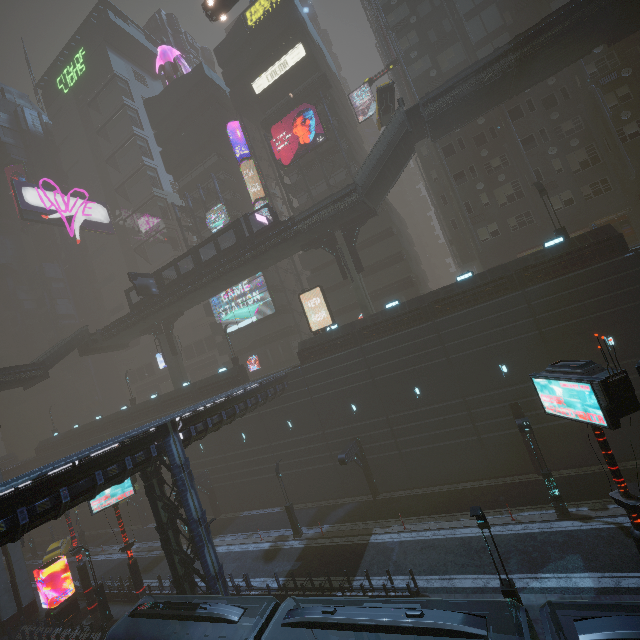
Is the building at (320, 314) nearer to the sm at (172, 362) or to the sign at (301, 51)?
the sign at (301, 51)

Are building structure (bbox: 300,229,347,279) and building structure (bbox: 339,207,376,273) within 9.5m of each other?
yes

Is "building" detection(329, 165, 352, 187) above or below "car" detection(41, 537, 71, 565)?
above

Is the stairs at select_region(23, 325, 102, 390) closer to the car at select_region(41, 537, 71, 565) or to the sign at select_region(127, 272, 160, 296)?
the sign at select_region(127, 272, 160, 296)

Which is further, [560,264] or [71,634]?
[71,634]

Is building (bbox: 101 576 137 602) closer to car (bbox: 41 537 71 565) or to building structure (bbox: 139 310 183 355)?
building structure (bbox: 139 310 183 355)

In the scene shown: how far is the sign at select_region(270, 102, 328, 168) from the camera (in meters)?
35.78

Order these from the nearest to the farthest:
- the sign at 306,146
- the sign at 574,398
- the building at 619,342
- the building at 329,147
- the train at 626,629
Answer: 1. the train at 626,629
2. the sign at 574,398
3. the building at 619,342
4. the sign at 306,146
5. the building at 329,147
